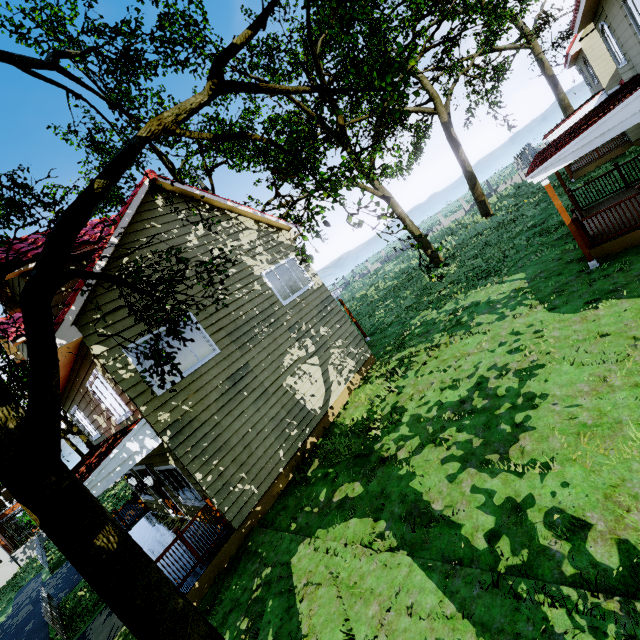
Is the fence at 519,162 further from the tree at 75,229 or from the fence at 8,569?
the fence at 8,569

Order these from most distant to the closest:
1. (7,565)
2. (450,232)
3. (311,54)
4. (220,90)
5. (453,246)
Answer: (450,232), (453,246), (7,565), (311,54), (220,90)

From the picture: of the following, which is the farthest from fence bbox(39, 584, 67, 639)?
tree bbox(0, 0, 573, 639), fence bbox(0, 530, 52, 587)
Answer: fence bbox(0, 530, 52, 587)

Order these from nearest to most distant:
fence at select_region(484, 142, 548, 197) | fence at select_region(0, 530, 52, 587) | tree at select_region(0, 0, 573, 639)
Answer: tree at select_region(0, 0, 573, 639) → fence at select_region(0, 530, 52, 587) → fence at select_region(484, 142, 548, 197)

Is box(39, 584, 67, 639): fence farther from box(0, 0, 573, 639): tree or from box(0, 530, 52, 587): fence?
box(0, 530, 52, 587): fence

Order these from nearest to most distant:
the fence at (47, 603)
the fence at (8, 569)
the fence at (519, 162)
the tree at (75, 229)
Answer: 1. the tree at (75, 229)
2. the fence at (47, 603)
3. the fence at (8, 569)
4. the fence at (519, 162)
